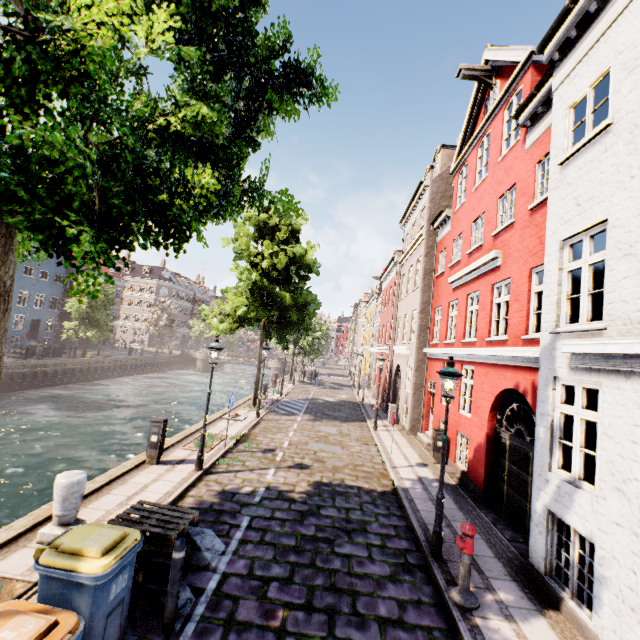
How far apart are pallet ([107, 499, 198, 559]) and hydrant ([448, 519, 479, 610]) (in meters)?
4.56

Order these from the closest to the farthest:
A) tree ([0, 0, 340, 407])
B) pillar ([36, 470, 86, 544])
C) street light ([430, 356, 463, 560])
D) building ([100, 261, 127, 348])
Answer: tree ([0, 0, 340, 407])
pillar ([36, 470, 86, 544])
street light ([430, 356, 463, 560])
building ([100, 261, 127, 348])

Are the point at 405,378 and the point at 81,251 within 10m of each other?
no

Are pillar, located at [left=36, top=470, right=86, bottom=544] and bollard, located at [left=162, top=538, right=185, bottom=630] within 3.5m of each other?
A: yes

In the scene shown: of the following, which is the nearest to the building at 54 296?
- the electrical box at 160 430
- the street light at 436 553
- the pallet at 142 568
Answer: the electrical box at 160 430

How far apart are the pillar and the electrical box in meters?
3.2

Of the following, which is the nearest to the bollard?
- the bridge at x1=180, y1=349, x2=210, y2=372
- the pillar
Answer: the pillar

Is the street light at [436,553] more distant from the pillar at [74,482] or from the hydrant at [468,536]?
the pillar at [74,482]
